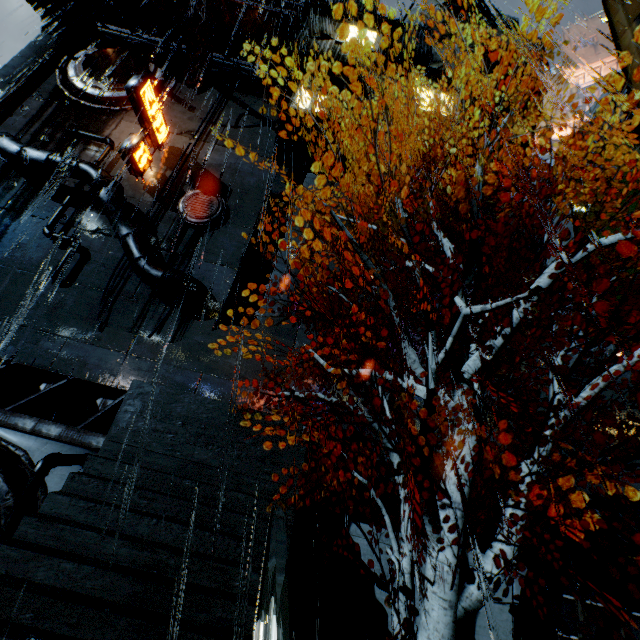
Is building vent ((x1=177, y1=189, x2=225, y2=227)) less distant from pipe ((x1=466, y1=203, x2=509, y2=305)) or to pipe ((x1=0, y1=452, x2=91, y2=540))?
pipe ((x1=466, y1=203, x2=509, y2=305))

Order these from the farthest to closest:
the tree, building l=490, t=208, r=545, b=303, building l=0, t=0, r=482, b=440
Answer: building l=490, t=208, r=545, b=303, building l=0, t=0, r=482, b=440, the tree

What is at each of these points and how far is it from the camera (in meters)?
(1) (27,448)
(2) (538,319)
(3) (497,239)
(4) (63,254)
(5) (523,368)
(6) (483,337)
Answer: (1) building vent, 8.32
(2) building, 19.33
(3) pipe, 18.80
(4) building, 18.58
(5) rock, 17.56
(6) pipe, 16.45

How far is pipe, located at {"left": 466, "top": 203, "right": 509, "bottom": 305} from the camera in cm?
1719

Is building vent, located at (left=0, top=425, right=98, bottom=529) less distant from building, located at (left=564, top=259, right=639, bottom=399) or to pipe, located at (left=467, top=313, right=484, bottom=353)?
building, located at (left=564, top=259, right=639, bottom=399)

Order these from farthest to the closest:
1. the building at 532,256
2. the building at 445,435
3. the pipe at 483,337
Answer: the building at 532,256
the pipe at 483,337
the building at 445,435

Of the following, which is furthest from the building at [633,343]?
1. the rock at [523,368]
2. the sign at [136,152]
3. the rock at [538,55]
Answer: the rock at [538,55]
